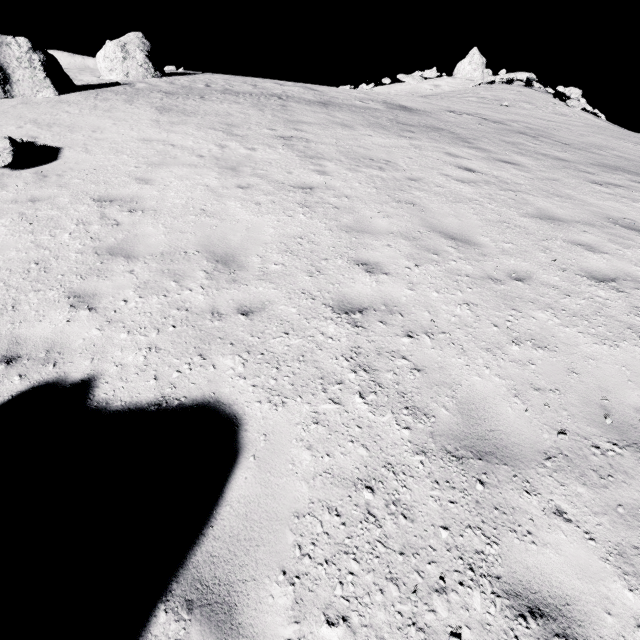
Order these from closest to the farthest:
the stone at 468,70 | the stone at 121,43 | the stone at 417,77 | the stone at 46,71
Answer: the stone at 46,71, the stone at 121,43, the stone at 468,70, the stone at 417,77

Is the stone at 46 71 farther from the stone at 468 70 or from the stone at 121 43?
the stone at 468 70

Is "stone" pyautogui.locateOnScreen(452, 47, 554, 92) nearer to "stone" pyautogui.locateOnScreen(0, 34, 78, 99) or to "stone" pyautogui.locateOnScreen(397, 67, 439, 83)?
"stone" pyautogui.locateOnScreen(397, 67, 439, 83)

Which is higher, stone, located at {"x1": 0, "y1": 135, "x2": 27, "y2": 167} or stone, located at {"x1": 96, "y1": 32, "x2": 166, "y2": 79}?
stone, located at {"x1": 96, "y1": 32, "x2": 166, "y2": 79}

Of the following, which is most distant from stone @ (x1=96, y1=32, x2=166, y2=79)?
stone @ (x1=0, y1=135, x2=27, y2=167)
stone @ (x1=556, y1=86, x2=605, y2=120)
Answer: stone @ (x1=556, y1=86, x2=605, y2=120)

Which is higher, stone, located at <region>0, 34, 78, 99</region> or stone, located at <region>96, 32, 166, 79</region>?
stone, located at <region>96, 32, 166, 79</region>

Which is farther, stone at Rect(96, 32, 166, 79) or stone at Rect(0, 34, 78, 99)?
stone at Rect(96, 32, 166, 79)

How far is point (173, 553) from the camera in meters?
2.4 m
